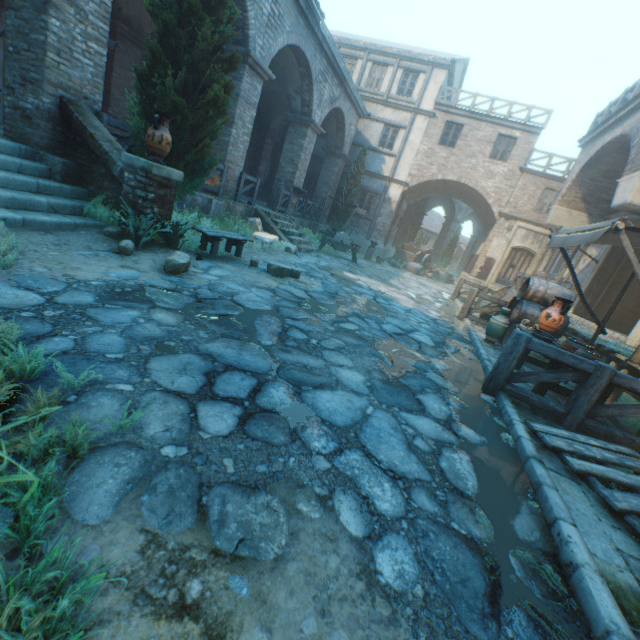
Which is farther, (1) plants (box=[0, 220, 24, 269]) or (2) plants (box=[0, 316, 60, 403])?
(1) plants (box=[0, 220, 24, 269])

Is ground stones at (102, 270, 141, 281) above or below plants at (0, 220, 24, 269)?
below

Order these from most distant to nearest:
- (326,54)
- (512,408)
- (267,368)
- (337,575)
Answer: (326,54), (512,408), (267,368), (337,575)

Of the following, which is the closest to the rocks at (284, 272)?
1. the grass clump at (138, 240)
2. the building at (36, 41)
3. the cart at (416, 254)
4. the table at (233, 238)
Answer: the table at (233, 238)

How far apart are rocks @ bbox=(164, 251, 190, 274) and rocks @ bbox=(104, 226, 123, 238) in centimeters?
110cm

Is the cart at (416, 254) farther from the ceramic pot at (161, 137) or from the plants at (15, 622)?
the plants at (15, 622)

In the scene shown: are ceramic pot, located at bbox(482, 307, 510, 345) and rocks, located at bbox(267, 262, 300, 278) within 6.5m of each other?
yes

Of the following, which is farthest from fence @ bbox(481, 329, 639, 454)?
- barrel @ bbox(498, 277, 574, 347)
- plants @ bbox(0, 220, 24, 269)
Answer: plants @ bbox(0, 220, 24, 269)
